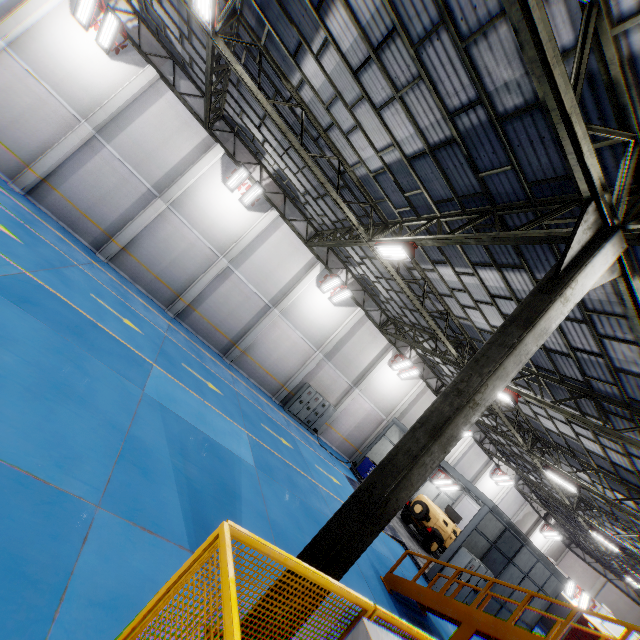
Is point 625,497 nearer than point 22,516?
No

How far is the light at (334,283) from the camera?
18.8 meters

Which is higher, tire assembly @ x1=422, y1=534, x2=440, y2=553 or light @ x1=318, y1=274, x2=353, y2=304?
light @ x1=318, y1=274, x2=353, y2=304

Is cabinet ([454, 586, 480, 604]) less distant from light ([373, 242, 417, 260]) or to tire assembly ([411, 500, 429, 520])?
tire assembly ([411, 500, 429, 520])

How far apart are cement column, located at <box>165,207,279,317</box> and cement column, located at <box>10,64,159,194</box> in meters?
7.3 m

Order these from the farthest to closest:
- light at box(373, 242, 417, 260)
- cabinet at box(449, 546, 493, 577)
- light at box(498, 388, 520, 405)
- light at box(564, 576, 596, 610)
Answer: light at box(564, 576, 596, 610), cabinet at box(449, 546, 493, 577), light at box(498, 388, 520, 405), light at box(373, 242, 417, 260)

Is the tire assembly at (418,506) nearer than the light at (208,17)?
No

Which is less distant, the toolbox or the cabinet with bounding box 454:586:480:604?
the cabinet with bounding box 454:586:480:604
